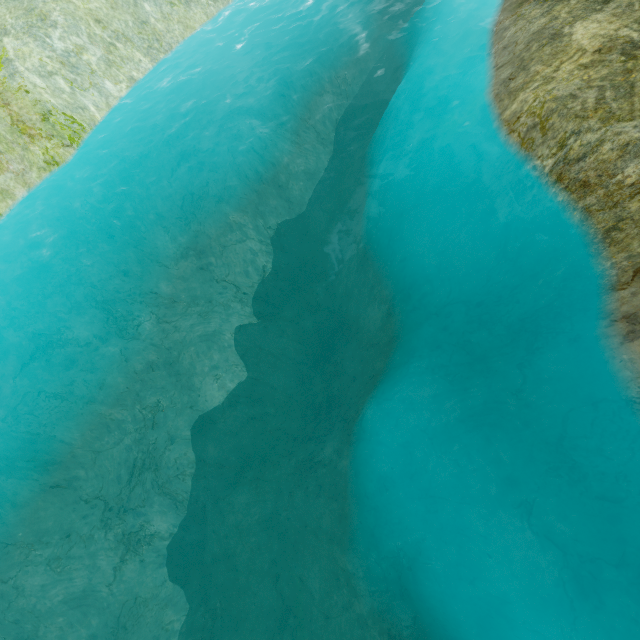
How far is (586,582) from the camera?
5.16m
